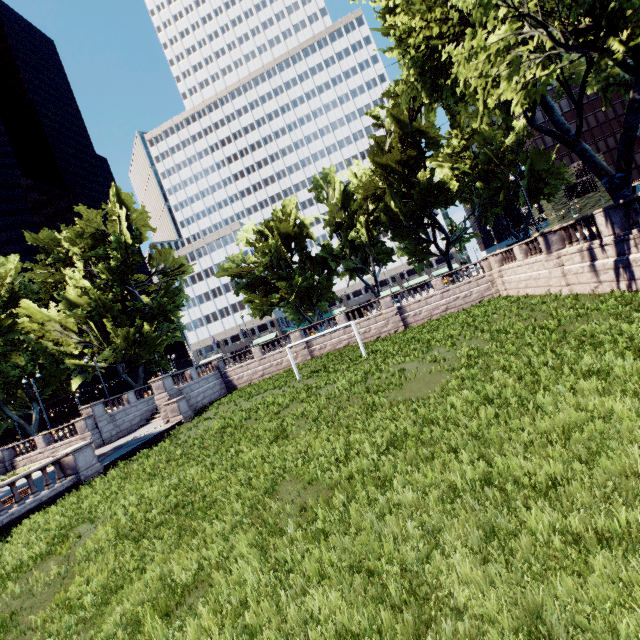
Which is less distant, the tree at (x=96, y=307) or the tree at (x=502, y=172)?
the tree at (x=502, y=172)

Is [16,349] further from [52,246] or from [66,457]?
[52,246]

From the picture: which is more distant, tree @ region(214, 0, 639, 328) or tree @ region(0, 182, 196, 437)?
tree @ region(0, 182, 196, 437)
